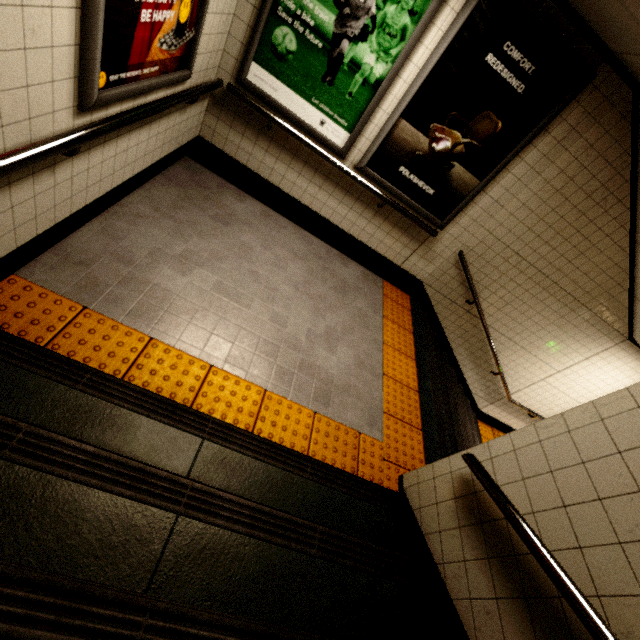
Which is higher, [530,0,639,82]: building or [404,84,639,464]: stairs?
[530,0,639,82]: building

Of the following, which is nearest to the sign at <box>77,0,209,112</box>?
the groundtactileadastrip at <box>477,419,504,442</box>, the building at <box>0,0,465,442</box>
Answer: the building at <box>0,0,465,442</box>

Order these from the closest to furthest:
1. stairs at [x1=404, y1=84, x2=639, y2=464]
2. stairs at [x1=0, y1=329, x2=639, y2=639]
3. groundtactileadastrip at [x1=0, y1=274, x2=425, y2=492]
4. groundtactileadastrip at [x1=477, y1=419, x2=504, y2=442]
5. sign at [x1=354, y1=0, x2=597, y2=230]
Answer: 1. stairs at [x1=0, y1=329, x2=639, y2=639]
2. groundtactileadastrip at [x1=0, y1=274, x2=425, y2=492]
3. sign at [x1=354, y1=0, x2=597, y2=230]
4. stairs at [x1=404, y1=84, x2=639, y2=464]
5. groundtactileadastrip at [x1=477, y1=419, x2=504, y2=442]

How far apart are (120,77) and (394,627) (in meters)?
3.32

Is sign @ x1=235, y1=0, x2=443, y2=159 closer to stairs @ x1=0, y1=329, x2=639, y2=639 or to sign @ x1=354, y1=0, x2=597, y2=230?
sign @ x1=354, y1=0, x2=597, y2=230

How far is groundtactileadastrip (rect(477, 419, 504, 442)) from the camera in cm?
645

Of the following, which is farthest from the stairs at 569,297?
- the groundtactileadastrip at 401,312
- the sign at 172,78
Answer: the sign at 172,78

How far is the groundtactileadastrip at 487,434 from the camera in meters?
6.5
